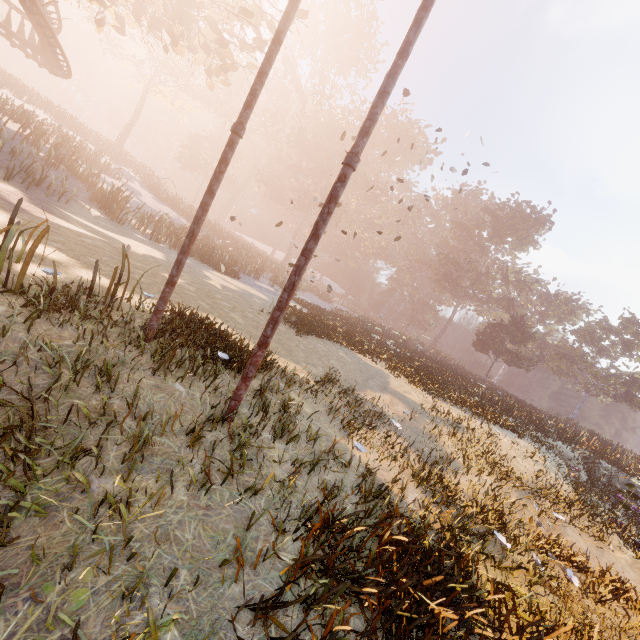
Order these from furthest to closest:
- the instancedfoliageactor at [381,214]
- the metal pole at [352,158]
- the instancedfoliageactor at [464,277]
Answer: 1. the instancedfoliageactor at [381,214]
2. the metal pole at [352,158]
3. the instancedfoliageactor at [464,277]

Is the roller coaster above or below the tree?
below

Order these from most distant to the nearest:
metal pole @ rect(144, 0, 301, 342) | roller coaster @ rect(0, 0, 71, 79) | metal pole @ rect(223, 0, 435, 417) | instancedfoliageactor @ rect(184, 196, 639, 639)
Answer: roller coaster @ rect(0, 0, 71, 79) < metal pole @ rect(144, 0, 301, 342) < metal pole @ rect(223, 0, 435, 417) < instancedfoliageactor @ rect(184, 196, 639, 639)

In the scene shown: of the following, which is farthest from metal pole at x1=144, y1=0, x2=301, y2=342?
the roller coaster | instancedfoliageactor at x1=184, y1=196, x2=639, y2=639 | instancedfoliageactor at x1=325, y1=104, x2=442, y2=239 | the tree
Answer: instancedfoliageactor at x1=325, y1=104, x2=442, y2=239

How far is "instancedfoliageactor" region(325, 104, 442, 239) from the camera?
50.15m

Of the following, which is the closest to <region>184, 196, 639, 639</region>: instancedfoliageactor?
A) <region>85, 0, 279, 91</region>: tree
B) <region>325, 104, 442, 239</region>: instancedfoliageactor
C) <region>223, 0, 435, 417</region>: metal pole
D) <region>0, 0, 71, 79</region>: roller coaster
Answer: <region>325, 104, 442, 239</region>: instancedfoliageactor

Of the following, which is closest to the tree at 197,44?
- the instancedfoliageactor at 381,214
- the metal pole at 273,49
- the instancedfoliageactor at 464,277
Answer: the metal pole at 273,49

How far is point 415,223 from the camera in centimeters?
5703cm
